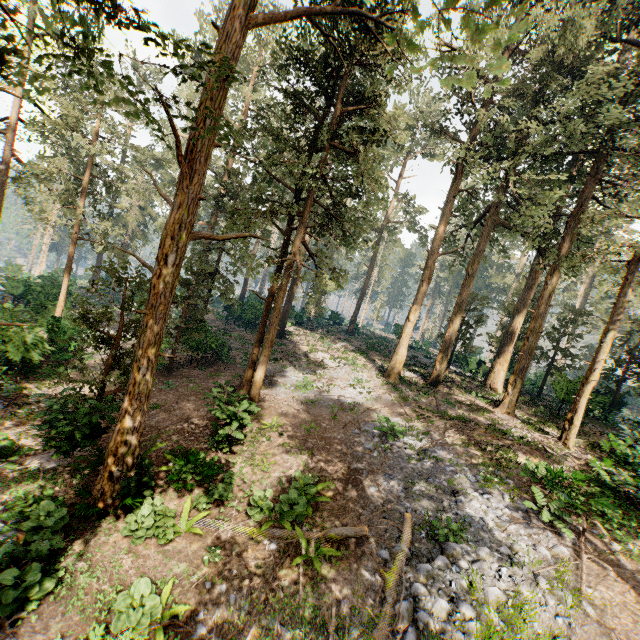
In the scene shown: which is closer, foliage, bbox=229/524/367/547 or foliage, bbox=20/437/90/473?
foliage, bbox=229/524/367/547

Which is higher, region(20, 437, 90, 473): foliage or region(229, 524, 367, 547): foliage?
region(229, 524, 367, 547): foliage

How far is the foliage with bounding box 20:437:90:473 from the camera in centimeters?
971cm

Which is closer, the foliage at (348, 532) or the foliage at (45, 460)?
the foliage at (348, 532)

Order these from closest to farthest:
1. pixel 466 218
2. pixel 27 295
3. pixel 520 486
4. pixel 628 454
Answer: pixel 520 486
pixel 628 454
pixel 466 218
pixel 27 295

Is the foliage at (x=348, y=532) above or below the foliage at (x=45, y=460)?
above
